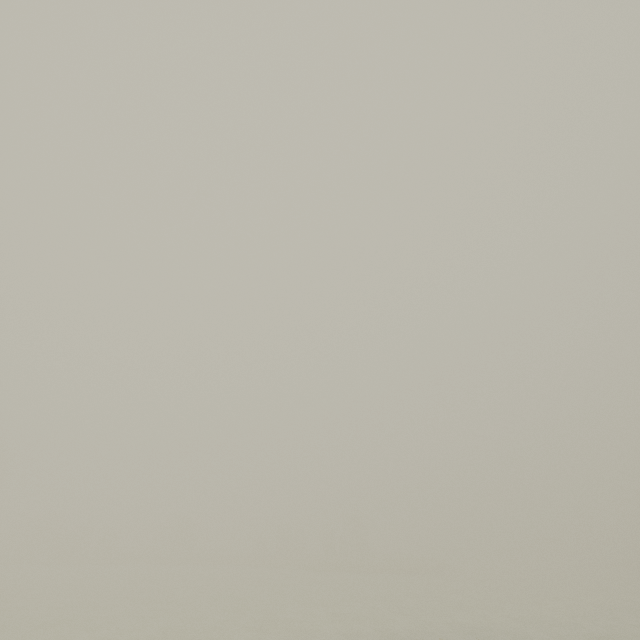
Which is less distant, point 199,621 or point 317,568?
point 199,621
